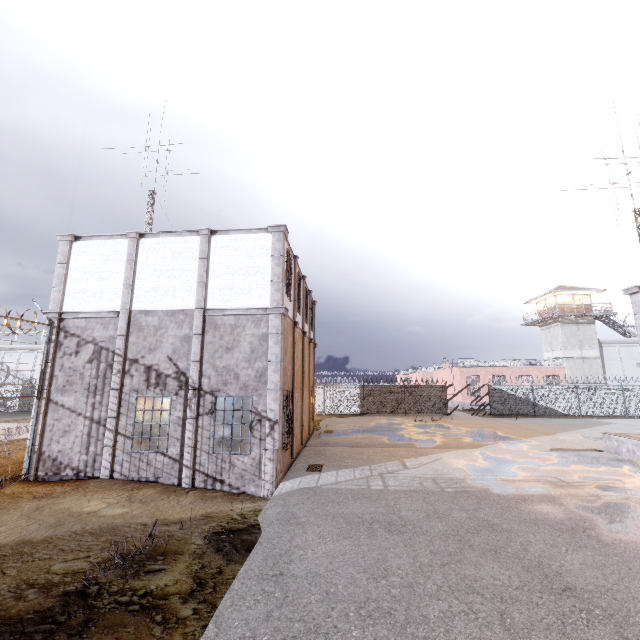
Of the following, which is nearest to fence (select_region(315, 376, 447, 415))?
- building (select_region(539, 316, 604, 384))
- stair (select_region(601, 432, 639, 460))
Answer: building (select_region(539, 316, 604, 384))

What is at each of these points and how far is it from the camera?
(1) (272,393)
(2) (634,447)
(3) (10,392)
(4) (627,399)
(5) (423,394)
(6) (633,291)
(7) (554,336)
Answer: (1) trim, 11.3m
(2) stair, 13.6m
(3) fence, 35.2m
(4) fence, 29.8m
(5) fence, 31.5m
(6) trim, 13.3m
(7) building, 39.5m

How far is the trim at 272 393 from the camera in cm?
1125

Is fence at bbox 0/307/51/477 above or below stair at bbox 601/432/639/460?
above

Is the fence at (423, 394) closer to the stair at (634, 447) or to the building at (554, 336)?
the building at (554, 336)

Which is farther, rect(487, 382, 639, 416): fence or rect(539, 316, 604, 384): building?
rect(539, 316, 604, 384): building

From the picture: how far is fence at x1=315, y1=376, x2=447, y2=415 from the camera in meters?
31.2 m

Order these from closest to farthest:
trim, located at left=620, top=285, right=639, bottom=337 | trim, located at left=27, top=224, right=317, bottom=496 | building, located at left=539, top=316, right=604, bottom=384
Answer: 1. trim, located at left=27, top=224, right=317, bottom=496
2. trim, located at left=620, top=285, right=639, bottom=337
3. building, located at left=539, top=316, right=604, bottom=384
